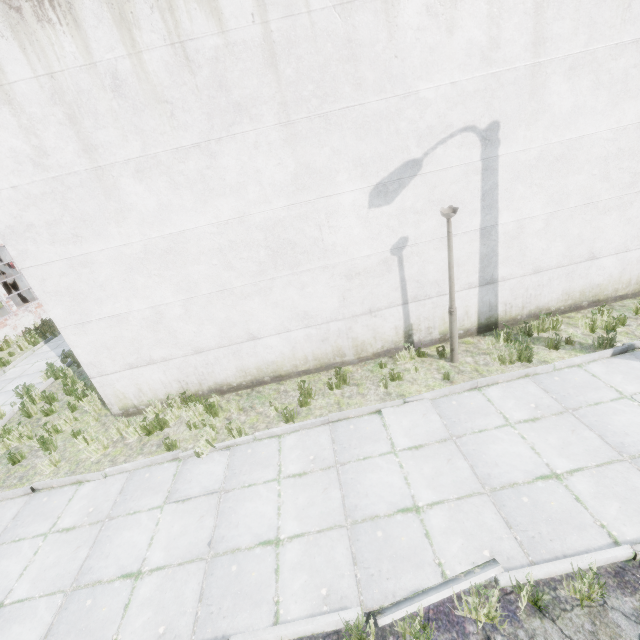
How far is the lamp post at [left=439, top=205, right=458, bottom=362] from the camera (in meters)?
5.86

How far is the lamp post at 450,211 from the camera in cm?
586

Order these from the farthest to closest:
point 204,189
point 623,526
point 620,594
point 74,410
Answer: point 74,410, point 204,189, point 623,526, point 620,594
